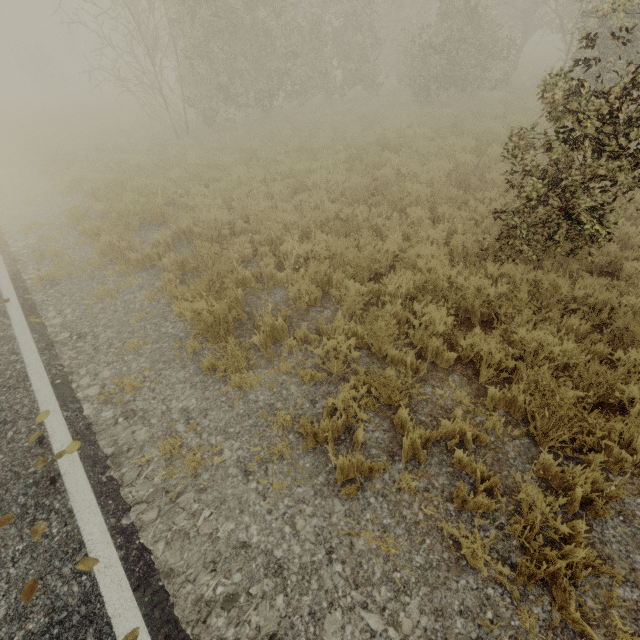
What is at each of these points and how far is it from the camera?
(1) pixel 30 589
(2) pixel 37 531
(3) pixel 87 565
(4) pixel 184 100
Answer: (1) tree, 2.4 meters
(2) tree, 2.7 meters
(3) tree, 2.5 meters
(4) tree, 13.4 meters

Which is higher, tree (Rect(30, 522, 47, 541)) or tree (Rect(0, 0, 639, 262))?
tree (Rect(0, 0, 639, 262))

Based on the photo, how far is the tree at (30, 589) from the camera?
2.3 meters

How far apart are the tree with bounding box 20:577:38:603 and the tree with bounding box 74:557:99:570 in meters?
0.3

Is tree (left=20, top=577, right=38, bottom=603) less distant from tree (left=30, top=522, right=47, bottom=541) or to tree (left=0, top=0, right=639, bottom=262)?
tree (left=30, top=522, right=47, bottom=541)

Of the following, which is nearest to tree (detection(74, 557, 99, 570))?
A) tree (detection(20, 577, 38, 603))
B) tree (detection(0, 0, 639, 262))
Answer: tree (detection(20, 577, 38, 603))

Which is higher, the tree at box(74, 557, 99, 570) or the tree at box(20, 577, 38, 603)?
the tree at box(20, 577, 38, 603)

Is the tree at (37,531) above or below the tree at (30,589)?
below
